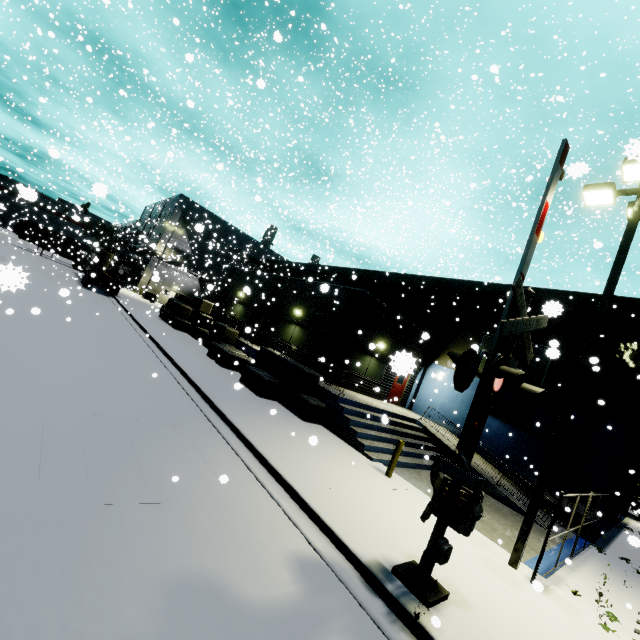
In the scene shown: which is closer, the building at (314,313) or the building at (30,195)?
the building at (30,195)

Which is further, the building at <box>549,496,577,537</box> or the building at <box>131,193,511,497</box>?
the building at <box>131,193,511,497</box>

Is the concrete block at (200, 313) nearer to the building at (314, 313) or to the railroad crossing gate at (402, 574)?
the building at (314, 313)

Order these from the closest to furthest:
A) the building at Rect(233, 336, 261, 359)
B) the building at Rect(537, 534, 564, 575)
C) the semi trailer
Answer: the building at Rect(537, 534, 564, 575)
the building at Rect(233, 336, 261, 359)
the semi trailer

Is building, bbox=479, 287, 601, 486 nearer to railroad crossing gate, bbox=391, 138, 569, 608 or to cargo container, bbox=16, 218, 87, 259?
cargo container, bbox=16, 218, 87, 259

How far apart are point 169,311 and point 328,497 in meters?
22.6 m

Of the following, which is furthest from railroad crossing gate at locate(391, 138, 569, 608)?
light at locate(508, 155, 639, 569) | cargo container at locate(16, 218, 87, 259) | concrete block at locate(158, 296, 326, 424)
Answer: cargo container at locate(16, 218, 87, 259)

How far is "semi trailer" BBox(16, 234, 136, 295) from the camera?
27.20m
